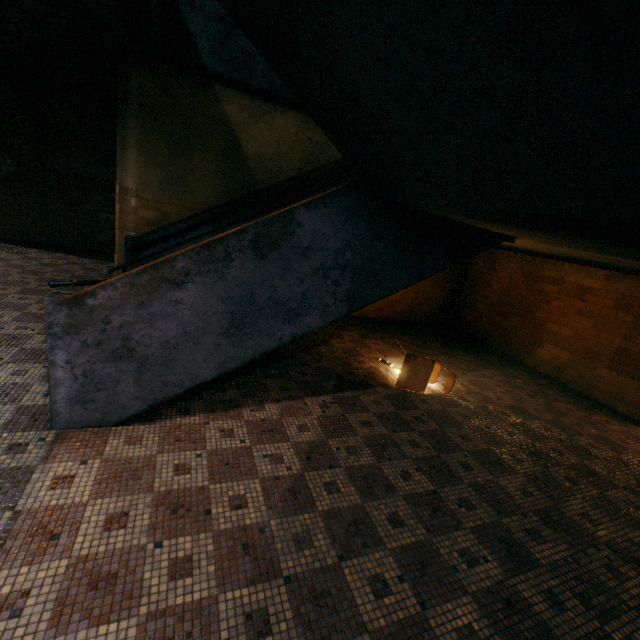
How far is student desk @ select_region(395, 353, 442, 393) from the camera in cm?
472

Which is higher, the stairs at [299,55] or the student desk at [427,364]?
the stairs at [299,55]

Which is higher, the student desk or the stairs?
the stairs

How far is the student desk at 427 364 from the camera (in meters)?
4.72

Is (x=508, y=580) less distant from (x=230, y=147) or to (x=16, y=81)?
(x=230, y=147)

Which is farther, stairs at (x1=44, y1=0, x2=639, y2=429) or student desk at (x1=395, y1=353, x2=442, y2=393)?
student desk at (x1=395, y1=353, x2=442, y2=393)
